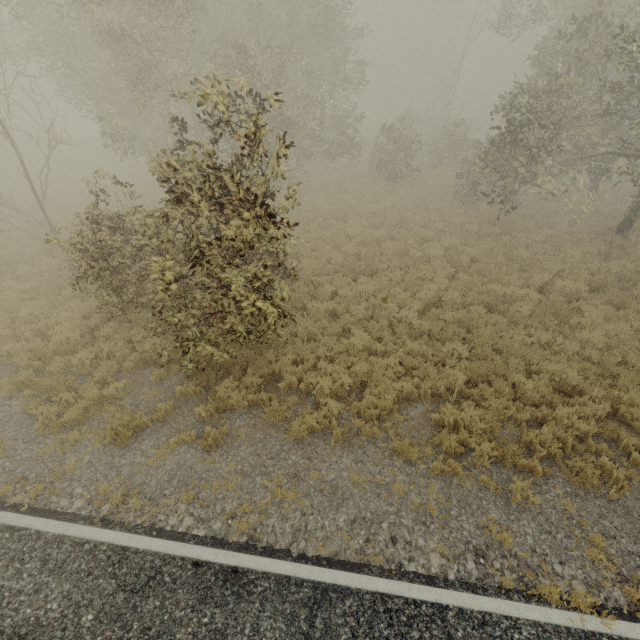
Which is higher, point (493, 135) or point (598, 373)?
point (493, 135)

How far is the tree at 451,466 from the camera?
5.8m

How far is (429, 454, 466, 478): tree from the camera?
5.8m
